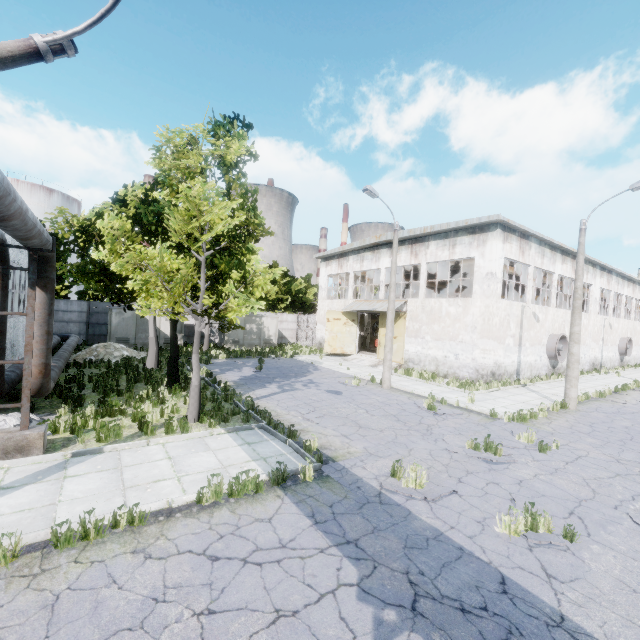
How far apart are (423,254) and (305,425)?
17.2 meters

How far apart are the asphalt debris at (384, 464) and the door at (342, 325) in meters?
20.7

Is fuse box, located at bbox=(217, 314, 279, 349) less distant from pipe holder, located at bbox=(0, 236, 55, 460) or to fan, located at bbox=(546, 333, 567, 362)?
pipe holder, located at bbox=(0, 236, 55, 460)

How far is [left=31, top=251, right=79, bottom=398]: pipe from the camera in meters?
8.7

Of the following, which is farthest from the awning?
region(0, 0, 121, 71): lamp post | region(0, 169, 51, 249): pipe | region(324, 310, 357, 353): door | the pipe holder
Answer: region(0, 0, 121, 71): lamp post

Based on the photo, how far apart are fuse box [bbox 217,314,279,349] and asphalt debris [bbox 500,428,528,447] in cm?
2388

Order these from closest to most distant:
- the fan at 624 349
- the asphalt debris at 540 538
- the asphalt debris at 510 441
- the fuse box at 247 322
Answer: the asphalt debris at 540 538 < the asphalt debris at 510 441 < the fuse box at 247 322 < the fan at 624 349

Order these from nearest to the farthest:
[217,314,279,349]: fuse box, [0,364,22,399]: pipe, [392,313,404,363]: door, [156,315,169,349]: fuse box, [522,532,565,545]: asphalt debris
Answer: [522,532,565,545]: asphalt debris → [0,364,22,399]: pipe → [392,313,404,363]: door → [156,315,169,349]: fuse box → [217,314,279,349]: fuse box
